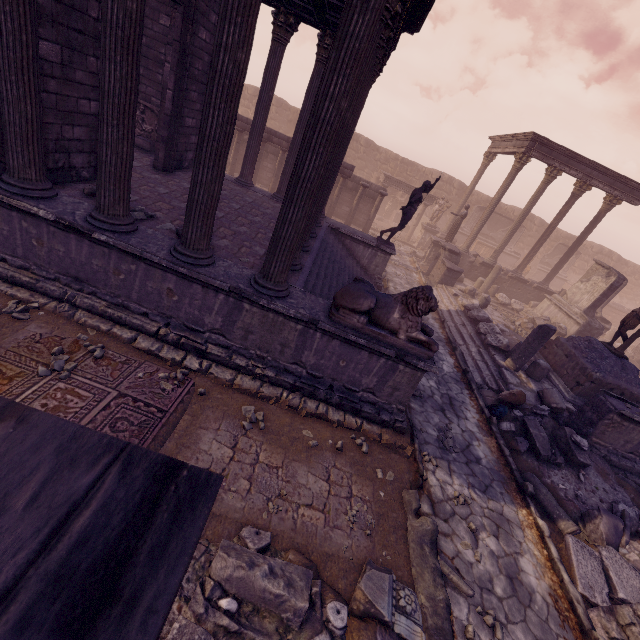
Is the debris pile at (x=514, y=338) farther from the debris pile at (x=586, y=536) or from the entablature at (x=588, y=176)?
the entablature at (x=588, y=176)

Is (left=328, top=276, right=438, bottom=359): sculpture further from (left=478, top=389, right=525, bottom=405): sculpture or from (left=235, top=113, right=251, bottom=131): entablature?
(left=235, top=113, right=251, bottom=131): entablature

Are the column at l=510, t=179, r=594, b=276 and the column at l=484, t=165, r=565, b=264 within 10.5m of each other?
yes

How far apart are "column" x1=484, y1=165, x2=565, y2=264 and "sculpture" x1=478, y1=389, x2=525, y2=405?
12.54m

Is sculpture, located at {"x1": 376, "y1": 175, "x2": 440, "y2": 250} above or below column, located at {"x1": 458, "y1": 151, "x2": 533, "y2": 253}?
below

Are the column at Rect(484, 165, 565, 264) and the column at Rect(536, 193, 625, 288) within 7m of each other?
yes

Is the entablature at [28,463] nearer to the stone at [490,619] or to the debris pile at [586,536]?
the stone at [490,619]

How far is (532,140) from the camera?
16.2m
